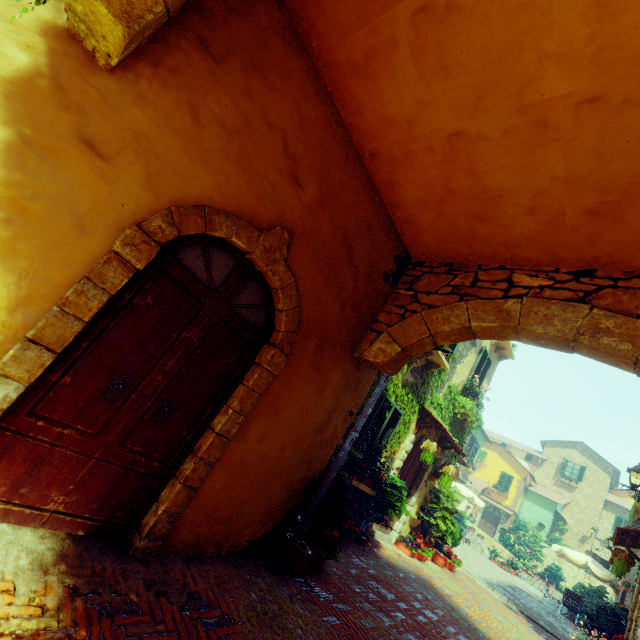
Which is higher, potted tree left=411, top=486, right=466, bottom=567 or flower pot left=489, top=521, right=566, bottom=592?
flower pot left=489, top=521, right=566, bottom=592

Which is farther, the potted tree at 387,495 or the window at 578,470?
the window at 578,470

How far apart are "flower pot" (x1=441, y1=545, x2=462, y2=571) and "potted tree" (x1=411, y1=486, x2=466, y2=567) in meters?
0.3 m

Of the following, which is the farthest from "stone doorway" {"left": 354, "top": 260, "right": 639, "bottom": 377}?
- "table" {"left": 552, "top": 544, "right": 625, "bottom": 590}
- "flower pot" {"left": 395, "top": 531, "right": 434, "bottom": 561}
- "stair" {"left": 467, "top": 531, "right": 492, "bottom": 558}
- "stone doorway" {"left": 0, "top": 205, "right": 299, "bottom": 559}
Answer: "stair" {"left": 467, "top": 531, "right": 492, "bottom": 558}

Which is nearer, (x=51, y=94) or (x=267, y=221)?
(x=51, y=94)

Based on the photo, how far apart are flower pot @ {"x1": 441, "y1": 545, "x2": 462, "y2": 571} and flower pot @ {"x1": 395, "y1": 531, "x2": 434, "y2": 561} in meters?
1.1 m

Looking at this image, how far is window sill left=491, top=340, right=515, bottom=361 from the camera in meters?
11.0

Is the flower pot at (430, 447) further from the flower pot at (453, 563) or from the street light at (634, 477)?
the street light at (634, 477)
